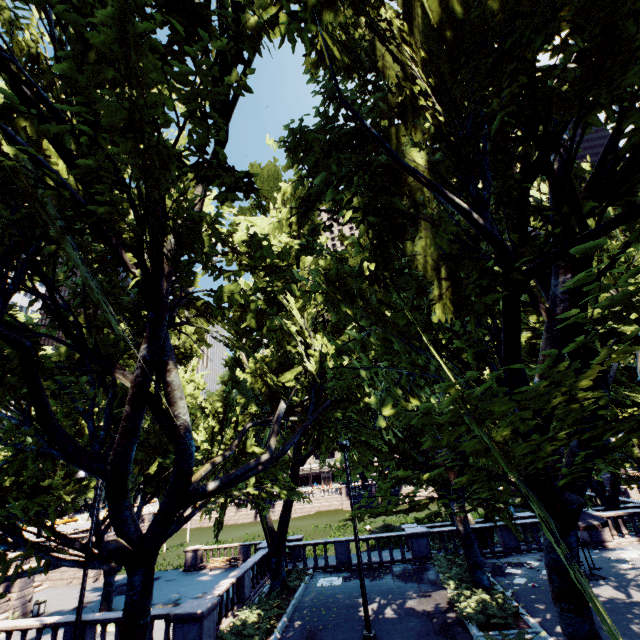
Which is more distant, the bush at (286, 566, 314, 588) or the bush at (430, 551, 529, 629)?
the bush at (286, 566, 314, 588)

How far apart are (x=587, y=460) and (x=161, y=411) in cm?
1037

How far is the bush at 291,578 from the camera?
18.09m

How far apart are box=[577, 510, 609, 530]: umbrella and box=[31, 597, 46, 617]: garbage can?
34.1 meters

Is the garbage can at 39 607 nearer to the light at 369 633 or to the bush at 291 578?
the bush at 291 578

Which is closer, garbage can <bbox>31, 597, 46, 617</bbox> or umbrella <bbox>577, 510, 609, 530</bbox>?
umbrella <bbox>577, 510, 609, 530</bbox>

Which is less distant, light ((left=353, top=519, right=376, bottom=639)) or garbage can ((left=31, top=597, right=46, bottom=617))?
light ((left=353, top=519, right=376, bottom=639))

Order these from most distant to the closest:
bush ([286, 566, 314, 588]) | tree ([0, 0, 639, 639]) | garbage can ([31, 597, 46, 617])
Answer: garbage can ([31, 597, 46, 617]) → bush ([286, 566, 314, 588]) → tree ([0, 0, 639, 639])
